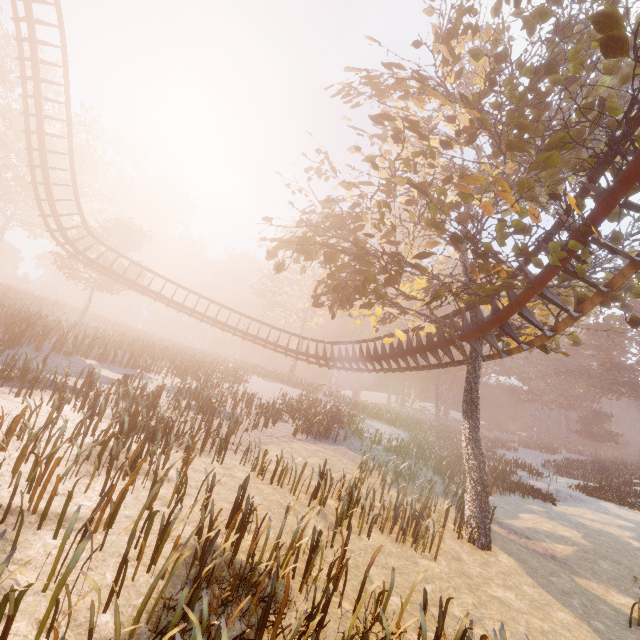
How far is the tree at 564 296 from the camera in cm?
983

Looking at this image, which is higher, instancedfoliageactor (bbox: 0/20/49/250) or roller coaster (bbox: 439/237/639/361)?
instancedfoliageactor (bbox: 0/20/49/250)

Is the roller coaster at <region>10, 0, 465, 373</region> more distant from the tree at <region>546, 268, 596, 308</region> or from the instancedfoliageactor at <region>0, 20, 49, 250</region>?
the instancedfoliageactor at <region>0, 20, 49, 250</region>

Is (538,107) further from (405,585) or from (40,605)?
(40,605)

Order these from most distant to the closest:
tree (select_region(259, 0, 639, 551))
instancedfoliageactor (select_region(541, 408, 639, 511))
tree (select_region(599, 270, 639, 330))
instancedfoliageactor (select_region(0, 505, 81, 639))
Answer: instancedfoliageactor (select_region(541, 408, 639, 511))
tree (select_region(599, 270, 639, 330))
tree (select_region(259, 0, 639, 551))
instancedfoliageactor (select_region(0, 505, 81, 639))

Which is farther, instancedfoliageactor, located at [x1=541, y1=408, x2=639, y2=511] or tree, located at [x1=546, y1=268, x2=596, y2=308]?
instancedfoliageactor, located at [x1=541, y1=408, x2=639, y2=511]

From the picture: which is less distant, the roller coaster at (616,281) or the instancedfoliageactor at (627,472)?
the roller coaster at (616,281)

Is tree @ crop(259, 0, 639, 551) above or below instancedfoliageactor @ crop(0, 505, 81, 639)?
above
